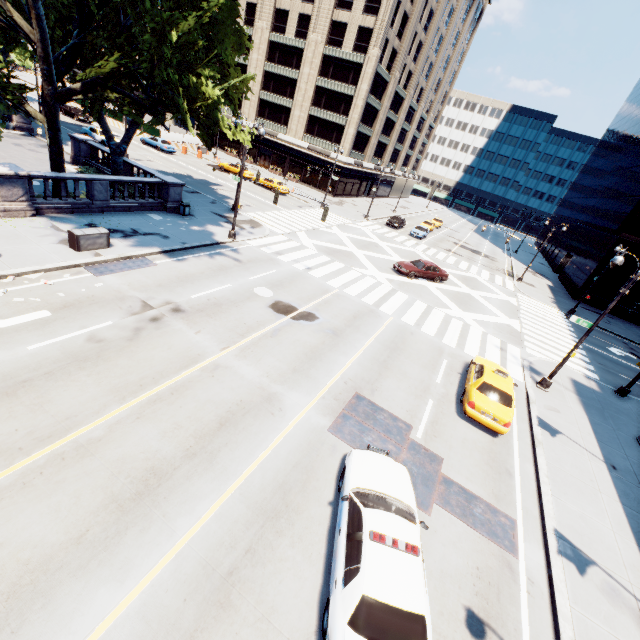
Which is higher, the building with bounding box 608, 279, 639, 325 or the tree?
the tree

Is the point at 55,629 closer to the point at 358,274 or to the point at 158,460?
the point at 158,460

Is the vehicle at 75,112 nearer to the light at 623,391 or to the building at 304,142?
the building at 304,142

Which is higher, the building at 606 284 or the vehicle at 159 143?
the building at 606 284

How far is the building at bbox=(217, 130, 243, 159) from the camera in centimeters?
5747cm

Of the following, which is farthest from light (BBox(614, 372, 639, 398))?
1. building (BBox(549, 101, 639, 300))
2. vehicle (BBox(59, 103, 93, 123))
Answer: vehicle (BBox(59, 103, 93, 123))

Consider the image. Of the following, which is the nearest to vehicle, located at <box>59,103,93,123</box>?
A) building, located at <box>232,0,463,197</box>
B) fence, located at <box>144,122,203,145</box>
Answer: fence, located at <box>144,122,203,145</box>

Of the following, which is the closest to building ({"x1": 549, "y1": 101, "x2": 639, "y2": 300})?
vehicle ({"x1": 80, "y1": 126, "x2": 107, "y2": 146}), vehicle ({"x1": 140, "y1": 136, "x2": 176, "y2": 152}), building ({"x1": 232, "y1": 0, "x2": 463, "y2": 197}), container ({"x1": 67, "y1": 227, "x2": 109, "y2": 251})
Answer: building ({"x1": 232, "y1": 0, "x2": 463, "y2": 197})
